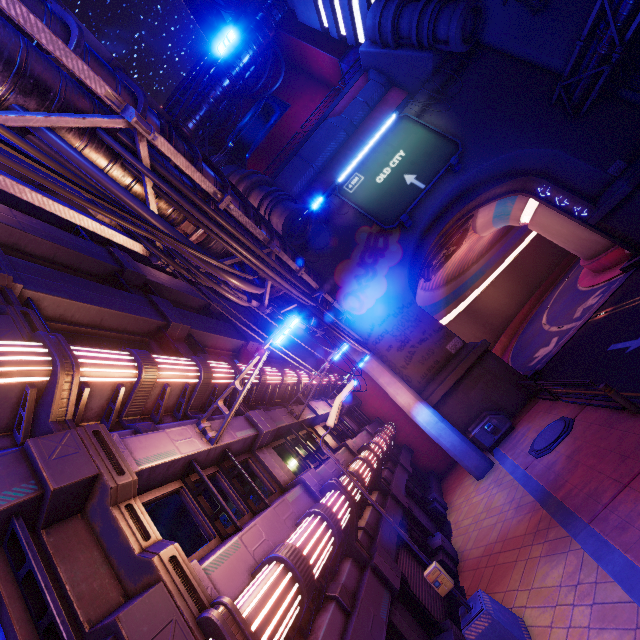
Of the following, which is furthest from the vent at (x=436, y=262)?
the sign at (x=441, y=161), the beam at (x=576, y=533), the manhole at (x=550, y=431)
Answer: the manhole at (x=550, y=431)

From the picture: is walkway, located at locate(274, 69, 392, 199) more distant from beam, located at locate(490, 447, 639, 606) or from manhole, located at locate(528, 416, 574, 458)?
manhole, located at locate(528, 416, 574, 458)

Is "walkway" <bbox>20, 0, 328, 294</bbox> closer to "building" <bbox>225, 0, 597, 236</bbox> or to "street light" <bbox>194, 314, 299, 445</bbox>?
"building" <bbox>225, 0, 597, 236</bbox>

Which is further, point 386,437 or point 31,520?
point 386,437

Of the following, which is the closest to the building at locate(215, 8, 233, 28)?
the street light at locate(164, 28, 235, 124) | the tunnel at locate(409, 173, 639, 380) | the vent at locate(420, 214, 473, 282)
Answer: the tunnel at locate(409, 173, 639, 380)

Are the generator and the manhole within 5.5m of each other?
yes

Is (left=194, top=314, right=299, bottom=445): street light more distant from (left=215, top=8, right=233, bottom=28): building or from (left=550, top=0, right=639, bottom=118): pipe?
(left=215, top=8, right=233, bottom=28): building

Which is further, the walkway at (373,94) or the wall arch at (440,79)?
the walkway at (373,94)
